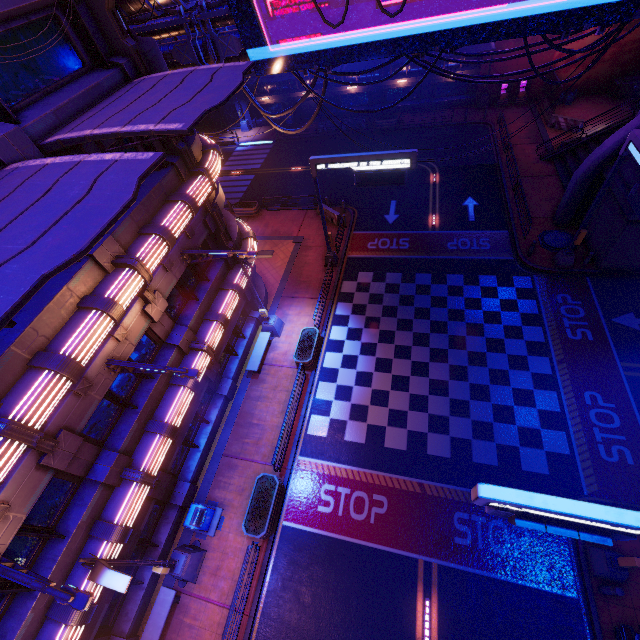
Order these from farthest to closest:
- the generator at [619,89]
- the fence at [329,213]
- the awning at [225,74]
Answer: the generator at [619,89], the fence at [329,213], the awning at [225,74]

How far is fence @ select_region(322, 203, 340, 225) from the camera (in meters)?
23.98

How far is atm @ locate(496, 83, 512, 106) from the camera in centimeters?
3041cm

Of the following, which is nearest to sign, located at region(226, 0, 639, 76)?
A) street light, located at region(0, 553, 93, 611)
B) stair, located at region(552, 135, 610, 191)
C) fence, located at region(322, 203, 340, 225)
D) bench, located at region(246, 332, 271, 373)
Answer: fence, located at region(322, 203, 340, 225)

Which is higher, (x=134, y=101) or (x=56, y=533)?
(x=134, y=101)

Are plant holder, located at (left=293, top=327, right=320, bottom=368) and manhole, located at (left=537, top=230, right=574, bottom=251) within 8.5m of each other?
no

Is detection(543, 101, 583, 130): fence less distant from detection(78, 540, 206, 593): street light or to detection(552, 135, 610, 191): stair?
detection(552, 135, 610, 191): stair

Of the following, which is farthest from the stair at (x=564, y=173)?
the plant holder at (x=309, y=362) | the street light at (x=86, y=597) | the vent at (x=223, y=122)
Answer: the vent at (x=223, y=122)
